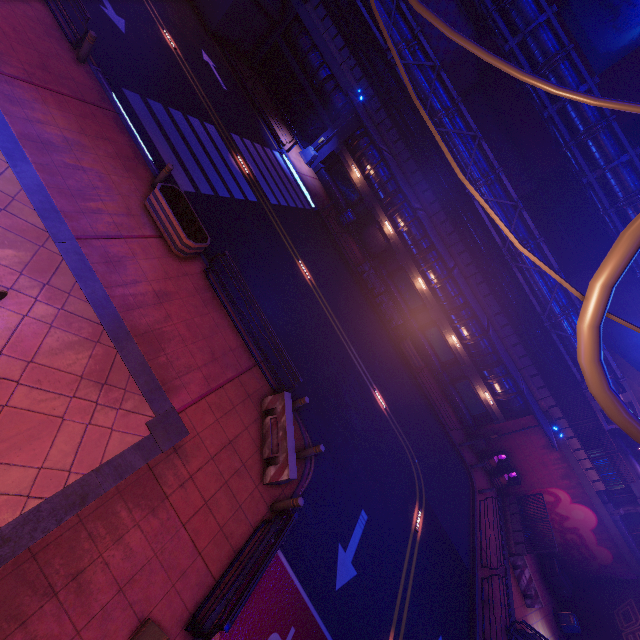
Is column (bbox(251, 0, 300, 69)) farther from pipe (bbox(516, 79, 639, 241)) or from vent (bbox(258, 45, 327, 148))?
pipe (bbox(516, 79, 639, 241))

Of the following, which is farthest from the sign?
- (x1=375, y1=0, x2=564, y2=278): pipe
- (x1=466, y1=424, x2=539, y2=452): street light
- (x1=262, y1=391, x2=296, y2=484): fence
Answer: (x1=466, y1=424, x2=539, y2=452): street light

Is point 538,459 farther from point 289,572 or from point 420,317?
point 289,572

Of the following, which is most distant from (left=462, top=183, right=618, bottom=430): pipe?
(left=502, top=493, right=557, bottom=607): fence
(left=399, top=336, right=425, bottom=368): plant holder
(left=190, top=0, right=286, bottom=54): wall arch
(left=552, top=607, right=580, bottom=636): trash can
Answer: (left=552, top=607, right=580, bottom=636): trash can

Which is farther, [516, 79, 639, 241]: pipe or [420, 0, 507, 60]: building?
[420, 0, 507, 60]: building

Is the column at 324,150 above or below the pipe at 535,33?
below

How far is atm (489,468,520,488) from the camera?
24.5 meters

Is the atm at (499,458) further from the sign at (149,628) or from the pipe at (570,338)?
the sign at (149,628)
